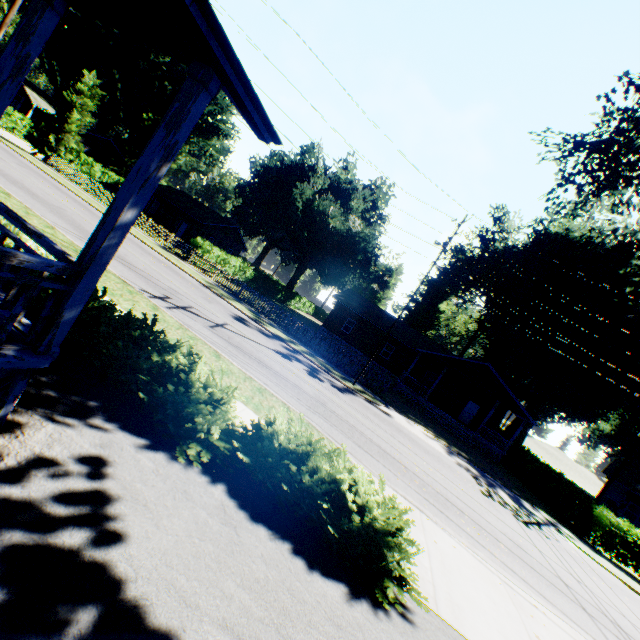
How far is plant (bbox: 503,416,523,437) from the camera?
49.0m

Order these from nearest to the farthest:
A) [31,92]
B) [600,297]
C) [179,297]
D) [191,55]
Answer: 1. [191,55]
2. [179,297]
3. [600,297]
4. [31,92]

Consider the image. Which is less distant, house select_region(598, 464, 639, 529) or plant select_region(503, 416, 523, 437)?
house select_region(598, 464, 639, 529)

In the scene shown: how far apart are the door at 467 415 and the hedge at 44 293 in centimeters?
3355cm

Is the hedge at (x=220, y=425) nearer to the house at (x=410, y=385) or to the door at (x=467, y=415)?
the house at (x=410, y=385)

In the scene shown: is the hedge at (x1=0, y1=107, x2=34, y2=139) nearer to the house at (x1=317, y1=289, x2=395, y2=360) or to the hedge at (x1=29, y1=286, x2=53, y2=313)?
the house at (x1=317, y1=289, x2=395, y2=360)

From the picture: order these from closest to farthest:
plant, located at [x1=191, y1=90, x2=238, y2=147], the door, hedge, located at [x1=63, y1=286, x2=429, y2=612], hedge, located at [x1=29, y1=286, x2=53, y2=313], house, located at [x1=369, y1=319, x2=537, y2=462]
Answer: hedge, located at [x1=63, y1=286, x2=429, y2=612], hedge, located at [x1=29, y1=286, x2=53, y2=313], house, located at [x1=369, y1=319, x2=537, y2=462], the door, plant, located at [x1=191, y1=90, x2=238, y2=147]

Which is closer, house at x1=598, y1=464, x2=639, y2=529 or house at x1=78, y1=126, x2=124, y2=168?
house at x1=598, y1=464, x2=639, y2=529
